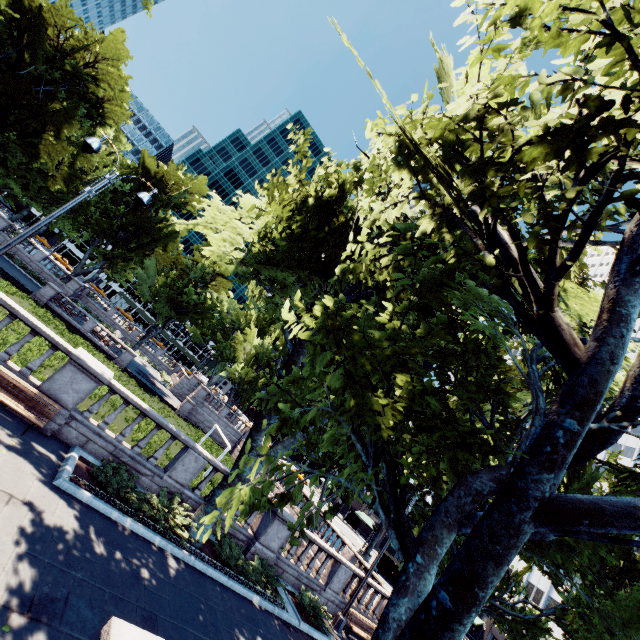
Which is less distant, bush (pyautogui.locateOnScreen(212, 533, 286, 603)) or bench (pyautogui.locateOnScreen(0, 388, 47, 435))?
bench (pyautogui.locateOnScreen(0, 388, 47, 435))

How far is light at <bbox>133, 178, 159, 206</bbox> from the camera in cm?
993

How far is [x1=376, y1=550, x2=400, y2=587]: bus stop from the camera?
38.7m

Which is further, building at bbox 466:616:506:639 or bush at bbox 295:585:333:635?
building at bbox 466:616:506:639

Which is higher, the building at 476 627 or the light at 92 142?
the light at 92 142

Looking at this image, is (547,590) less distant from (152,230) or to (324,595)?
(324,595)

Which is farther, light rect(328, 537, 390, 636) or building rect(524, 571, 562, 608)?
building rect(524, 571, 562, 608)

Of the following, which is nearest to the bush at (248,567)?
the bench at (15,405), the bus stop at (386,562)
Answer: the bench at (15,405)
